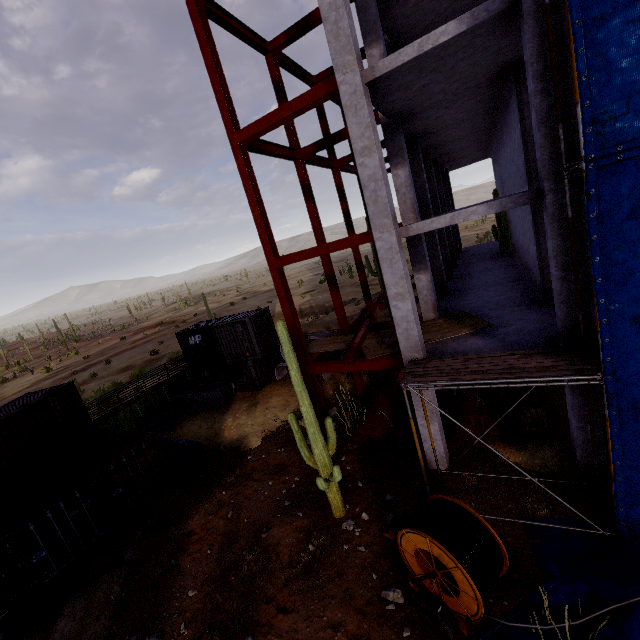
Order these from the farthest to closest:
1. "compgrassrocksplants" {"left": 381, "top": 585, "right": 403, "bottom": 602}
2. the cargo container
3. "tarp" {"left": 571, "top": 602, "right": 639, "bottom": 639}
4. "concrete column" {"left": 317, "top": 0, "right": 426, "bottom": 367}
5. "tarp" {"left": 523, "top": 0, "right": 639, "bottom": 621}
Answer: the cargo container, "concrete column" {"left": 317, "top": 0, "right": 426, "bottom": 367}, "compgrassrocksplants" {"left": 381, "top": 585, "right": 403, "bottom": 602}, "tarp" {"left": 571, "top": 602, "right": 639, "bottom": 639}, "tarp" {"left": 523, "top": 0, "right": 639, "bottom": 621}

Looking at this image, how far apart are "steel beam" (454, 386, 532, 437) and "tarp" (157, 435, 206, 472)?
11.4m

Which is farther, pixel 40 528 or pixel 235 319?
pixel 235 319

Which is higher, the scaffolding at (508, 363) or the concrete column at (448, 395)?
the scaffolding at (508, 363)

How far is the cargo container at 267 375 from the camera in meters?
19.5

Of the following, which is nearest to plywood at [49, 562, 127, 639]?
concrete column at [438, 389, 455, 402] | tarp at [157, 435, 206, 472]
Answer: tarp at [157, 435, 206, 472]

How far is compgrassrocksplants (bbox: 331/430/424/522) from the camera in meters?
9.6

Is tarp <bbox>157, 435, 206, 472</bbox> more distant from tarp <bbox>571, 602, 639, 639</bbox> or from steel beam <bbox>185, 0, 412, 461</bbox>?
tarp <bbox>571, 602, 639, 639</bbox>
